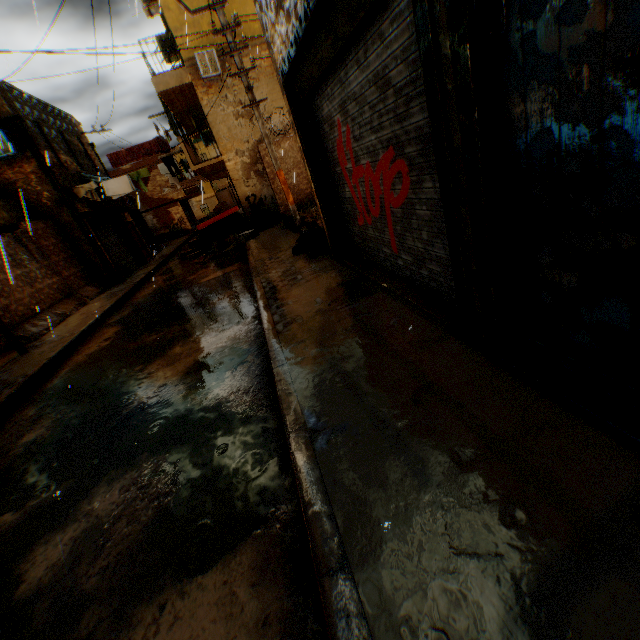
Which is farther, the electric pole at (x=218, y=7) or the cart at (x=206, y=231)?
the cart at (x=206, y=231)

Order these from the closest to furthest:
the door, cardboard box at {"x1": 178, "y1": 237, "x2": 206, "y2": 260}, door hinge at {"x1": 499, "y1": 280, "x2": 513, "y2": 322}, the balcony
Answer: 1. the door
2. door hinge at {"x1": 499, "y1": 280, "x2": 513, "y2": 322}
3. the balcony
4. cardboard box at {"x1": 178, "y1": 237, "x2": 206, "y2": 260}

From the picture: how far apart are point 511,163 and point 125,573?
3.8m

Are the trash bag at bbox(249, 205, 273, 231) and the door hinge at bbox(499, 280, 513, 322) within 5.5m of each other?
no

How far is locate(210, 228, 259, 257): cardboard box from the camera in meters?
13.0

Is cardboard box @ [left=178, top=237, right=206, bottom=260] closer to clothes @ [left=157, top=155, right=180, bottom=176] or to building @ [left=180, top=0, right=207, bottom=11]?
building @ [left=180, top=0, right=207, bottom=11]

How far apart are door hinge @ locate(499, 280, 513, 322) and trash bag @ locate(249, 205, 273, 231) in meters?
13.2

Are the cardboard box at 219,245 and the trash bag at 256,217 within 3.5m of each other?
yes
